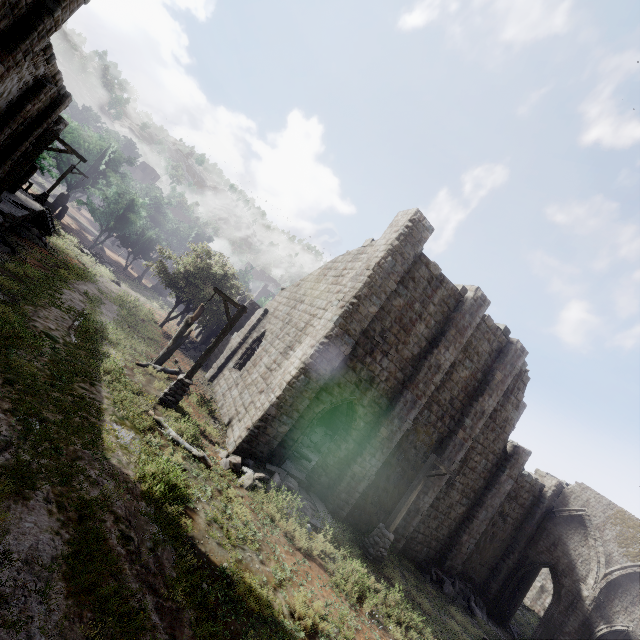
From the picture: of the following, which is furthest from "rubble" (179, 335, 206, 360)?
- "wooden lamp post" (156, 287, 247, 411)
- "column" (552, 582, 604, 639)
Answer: "column" (552, 582, 604, 639)

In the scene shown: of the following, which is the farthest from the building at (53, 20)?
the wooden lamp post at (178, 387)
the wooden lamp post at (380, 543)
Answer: the wooden lamp post at (178, 387)

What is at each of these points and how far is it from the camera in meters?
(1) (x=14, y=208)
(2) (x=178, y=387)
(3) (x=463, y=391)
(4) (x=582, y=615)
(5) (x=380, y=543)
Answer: (1) building base, 20.0
(2) wooden lamp post, 12.1
(3) building, 16.5
(4) column, 18.1
(5) wooden lamp post, 12.6

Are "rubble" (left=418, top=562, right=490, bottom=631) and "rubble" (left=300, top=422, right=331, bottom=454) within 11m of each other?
yes

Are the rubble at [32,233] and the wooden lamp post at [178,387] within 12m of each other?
no

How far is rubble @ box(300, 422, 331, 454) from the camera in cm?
2041

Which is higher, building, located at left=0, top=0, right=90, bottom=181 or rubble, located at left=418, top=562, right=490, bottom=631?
building, located at left=0, top=0, right=90, bottom=181

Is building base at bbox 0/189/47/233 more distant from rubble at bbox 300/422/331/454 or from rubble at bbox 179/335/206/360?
rubble at bbox 300/422/331/454
